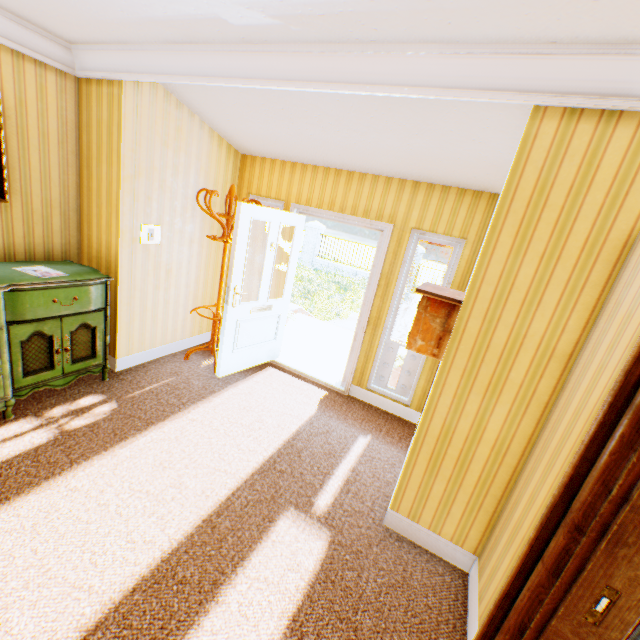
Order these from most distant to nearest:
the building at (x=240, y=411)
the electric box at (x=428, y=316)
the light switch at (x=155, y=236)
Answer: the light switch at (x=155, y=236)
the electric box at (x=428, y=316)
the building at (x=240, y=411)

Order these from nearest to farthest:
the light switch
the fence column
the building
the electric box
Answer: the building
the electric box
the light switch
the fence column

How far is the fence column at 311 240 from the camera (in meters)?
17.47

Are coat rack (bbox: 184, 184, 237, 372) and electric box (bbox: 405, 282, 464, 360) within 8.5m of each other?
yes

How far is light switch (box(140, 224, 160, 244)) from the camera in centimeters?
354cm

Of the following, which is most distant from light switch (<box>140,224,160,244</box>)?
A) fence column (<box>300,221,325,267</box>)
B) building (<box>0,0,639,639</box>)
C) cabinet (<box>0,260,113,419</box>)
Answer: fence column (<box>300,221,325,267</box>)

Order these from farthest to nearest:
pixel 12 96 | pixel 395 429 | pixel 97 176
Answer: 1. pixel 395 429
2. pixel 97 176
3. pixel 12 96

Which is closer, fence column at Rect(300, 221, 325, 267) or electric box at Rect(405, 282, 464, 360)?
electric box at Rect(405, 282, 464, 360)
